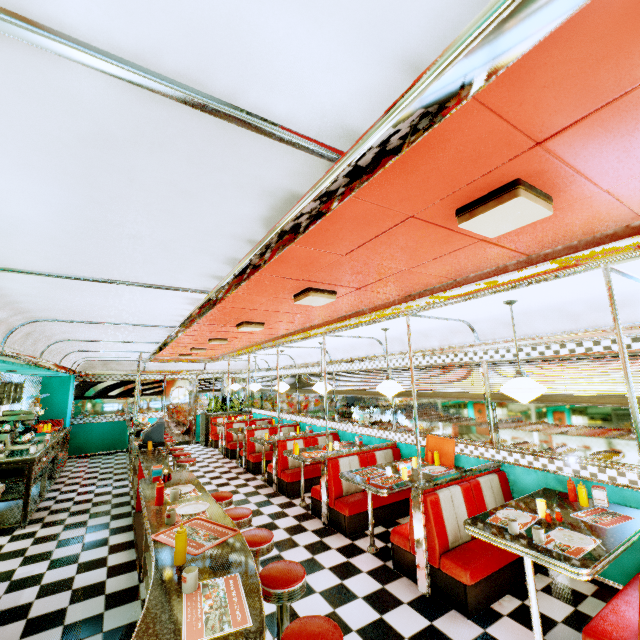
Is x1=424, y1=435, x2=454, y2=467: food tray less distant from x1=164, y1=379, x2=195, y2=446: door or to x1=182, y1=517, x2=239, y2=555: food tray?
x1=182, y1=517, x2=239, y2=555: food tray

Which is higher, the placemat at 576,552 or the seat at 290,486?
the placemat at 576,552

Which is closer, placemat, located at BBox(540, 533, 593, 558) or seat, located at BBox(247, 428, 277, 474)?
placemat, located at BBox(540, 533, 593, 558)

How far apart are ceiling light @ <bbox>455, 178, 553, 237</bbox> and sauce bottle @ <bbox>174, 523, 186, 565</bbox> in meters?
2.6

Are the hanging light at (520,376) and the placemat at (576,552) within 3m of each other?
yes

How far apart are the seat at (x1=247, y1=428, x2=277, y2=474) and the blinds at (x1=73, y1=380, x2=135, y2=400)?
5.3m

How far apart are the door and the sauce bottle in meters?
11.1

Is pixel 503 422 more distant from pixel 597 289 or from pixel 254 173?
pixel 254 173
